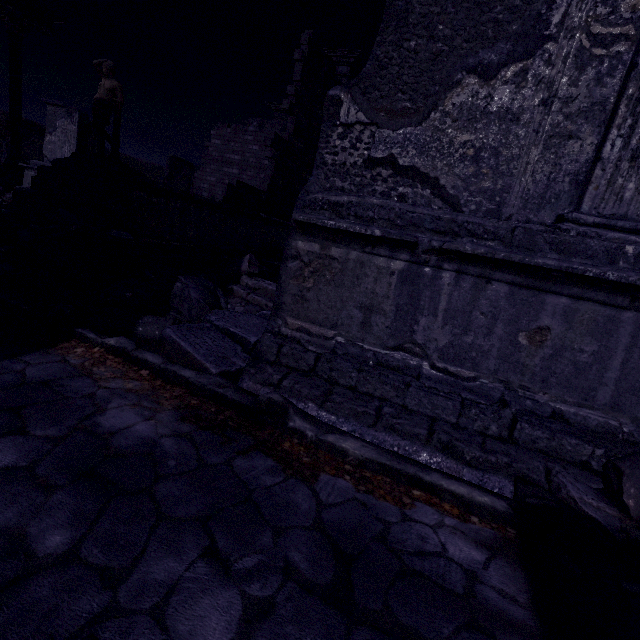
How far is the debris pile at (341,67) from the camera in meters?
11.7 m

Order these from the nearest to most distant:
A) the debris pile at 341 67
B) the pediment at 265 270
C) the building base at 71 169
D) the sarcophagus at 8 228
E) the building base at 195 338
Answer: the building base at 195 338
the sarcophagus at 8 228
the building base at 71 169
the pediment at 265 270
the debris pile at 341 67

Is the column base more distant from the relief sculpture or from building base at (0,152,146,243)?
building base at (0,152,146,243)

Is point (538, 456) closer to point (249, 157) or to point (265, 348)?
point (265, 348)

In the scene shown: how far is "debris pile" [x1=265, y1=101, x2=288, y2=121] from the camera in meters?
18.1

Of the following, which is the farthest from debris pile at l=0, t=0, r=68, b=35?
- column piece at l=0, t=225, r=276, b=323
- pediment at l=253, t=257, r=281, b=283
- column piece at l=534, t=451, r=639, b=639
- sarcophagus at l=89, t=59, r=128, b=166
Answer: column piece at l=534, t=451, r=639, b=639

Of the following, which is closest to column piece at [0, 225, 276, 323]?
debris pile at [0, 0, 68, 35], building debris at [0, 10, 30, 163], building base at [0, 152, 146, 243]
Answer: building base at [0, 152, 146, 243]

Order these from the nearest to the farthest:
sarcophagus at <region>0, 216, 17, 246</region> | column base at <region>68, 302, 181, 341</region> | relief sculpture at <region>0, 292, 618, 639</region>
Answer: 1. relief sculpture at <region>0, 292, 618, 639</region>
2. column base at <region>68, 302, 181, 341</region>
3. sarcophagus at <region>0, 216, 17, 246</region>
